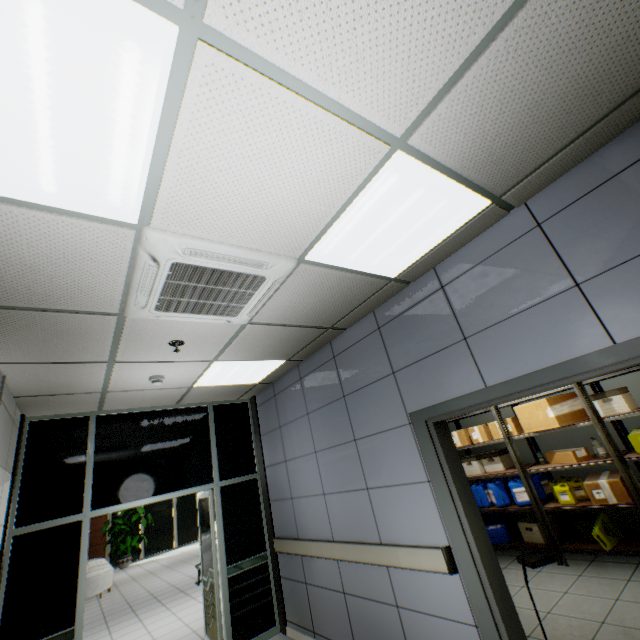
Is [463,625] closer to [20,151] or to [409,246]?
[409,246]

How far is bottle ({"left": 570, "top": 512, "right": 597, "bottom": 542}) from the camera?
4.3 meters

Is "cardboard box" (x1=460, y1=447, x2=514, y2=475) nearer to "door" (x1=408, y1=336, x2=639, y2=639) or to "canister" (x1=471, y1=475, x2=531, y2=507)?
"canister" (x1=471, y1=475, x2=531, y2=507)

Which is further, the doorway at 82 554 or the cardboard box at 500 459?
the cardboard box at 500 459

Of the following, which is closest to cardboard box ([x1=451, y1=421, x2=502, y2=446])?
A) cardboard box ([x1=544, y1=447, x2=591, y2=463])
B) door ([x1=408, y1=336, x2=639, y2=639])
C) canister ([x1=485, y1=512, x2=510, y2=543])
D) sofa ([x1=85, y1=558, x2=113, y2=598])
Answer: cardboard box ([x1=544, y1=447, x2=591, y2=463])

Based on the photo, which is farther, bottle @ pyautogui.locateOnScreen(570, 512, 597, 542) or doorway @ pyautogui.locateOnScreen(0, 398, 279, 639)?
bottle @ pyautogui.locateOnScreen(570, 512, 597, 542)

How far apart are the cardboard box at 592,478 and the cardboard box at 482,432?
1.4 meters

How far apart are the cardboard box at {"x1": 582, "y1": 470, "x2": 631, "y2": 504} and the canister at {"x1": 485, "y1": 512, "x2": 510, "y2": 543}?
1.45m
